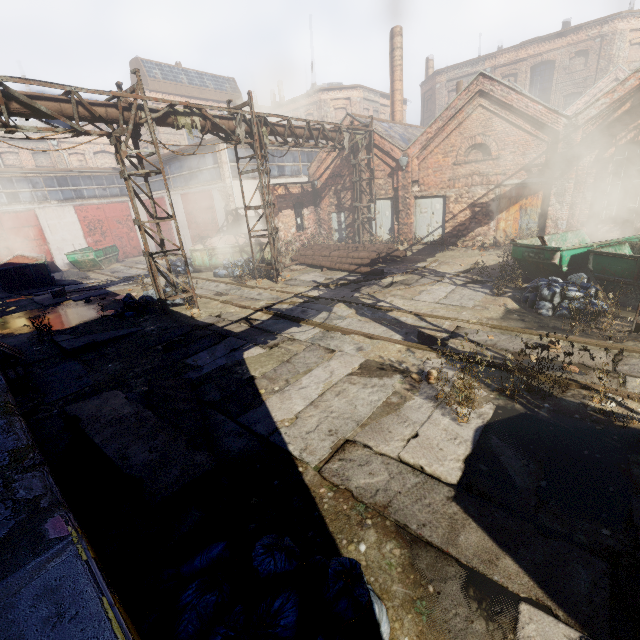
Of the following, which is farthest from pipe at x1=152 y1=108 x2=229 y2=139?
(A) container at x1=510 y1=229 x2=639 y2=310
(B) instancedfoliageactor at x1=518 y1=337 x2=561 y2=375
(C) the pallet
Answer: (C) the pallet

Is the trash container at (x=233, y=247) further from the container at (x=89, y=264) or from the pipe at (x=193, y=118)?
the container at (x=89, y=264)

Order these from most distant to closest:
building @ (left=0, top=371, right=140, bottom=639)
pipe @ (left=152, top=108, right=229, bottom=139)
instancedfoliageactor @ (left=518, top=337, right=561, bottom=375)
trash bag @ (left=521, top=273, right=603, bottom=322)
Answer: pipe @ (left=152, top=108, right=229, bottom=139) → trash bag @ (left=521, top=273, right=603, bottom=322) → instancedfoliageactor @ (left=518, top=337, right=561, bottom=375) → building @ (left=0, top=371, right=140, bottom=639)

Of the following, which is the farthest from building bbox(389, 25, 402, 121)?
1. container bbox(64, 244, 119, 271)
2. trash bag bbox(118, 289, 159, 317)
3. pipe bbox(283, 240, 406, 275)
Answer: container bbox(64, 244, 119, 271)

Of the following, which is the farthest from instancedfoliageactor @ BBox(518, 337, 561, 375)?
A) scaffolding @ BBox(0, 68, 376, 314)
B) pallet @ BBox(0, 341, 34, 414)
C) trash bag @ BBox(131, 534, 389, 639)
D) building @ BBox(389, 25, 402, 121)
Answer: building @ BBox(389, 25, 402, 121)

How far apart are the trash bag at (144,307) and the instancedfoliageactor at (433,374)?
9.0 meters

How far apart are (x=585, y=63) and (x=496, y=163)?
22.9m

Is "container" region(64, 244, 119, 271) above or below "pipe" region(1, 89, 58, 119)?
below
